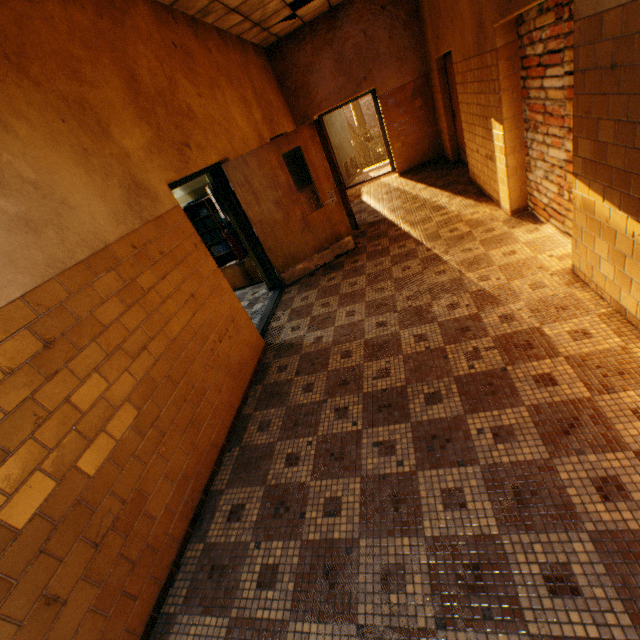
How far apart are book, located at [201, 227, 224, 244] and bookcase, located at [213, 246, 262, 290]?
0.0 meters

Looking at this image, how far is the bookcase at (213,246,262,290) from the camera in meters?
6.2

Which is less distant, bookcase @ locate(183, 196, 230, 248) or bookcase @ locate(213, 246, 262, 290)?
bookcase @ locate(183, 196, 230, 248)

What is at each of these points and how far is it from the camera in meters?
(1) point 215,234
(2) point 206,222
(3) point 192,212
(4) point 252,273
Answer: (1) book, 6.0 m
(2) book, 5.9 m
(3) bookcase, 6.0 m
(4) bookcase, 6.3 m

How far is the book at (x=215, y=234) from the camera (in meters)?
5.97

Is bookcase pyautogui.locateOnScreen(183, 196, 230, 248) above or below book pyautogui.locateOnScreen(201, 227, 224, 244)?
above

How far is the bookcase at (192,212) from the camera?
5.71m
